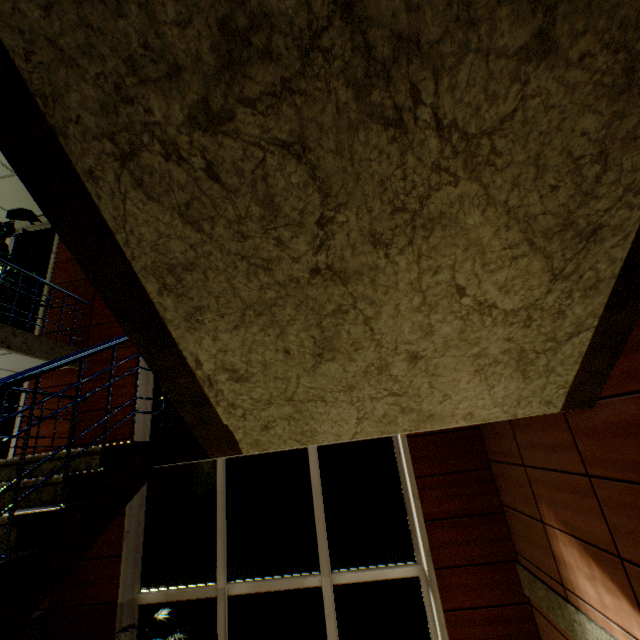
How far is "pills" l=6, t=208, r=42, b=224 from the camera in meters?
5.5 m

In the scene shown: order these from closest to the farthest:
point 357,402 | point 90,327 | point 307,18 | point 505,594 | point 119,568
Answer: point 307,18 → point 357,402 → point 505,594 → point 119,568 → point 90,327

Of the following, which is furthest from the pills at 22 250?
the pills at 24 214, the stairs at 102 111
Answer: the stairs at 102 111

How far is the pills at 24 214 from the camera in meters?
5.5 m

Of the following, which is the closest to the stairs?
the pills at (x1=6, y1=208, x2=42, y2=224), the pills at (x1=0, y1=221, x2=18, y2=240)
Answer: the pills at (x1=0, y1=221, x2=18, y2=240)

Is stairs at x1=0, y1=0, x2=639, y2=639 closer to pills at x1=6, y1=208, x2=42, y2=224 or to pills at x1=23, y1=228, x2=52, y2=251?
pills at x1=23, y1=228, x2=52, y2=251

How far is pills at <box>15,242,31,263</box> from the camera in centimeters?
581cm
